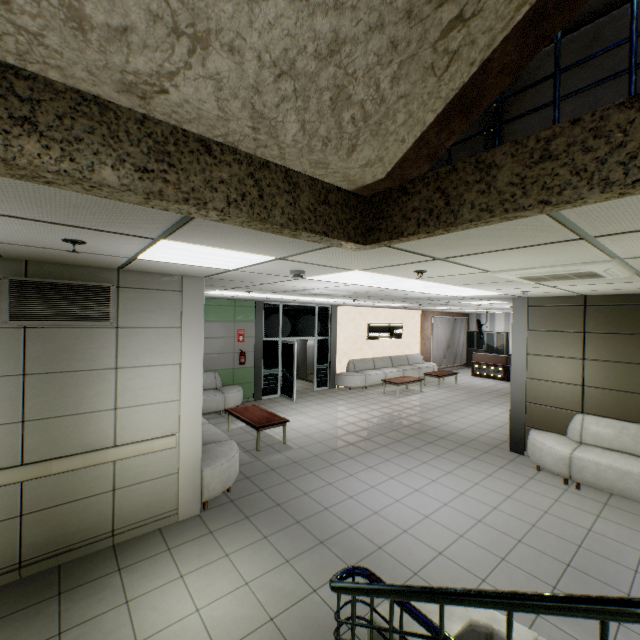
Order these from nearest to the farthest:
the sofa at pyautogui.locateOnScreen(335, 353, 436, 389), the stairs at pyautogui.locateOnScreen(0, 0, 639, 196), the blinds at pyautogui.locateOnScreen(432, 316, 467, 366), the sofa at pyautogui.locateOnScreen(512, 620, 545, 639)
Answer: the stairs at pyautogui.locateOnScreen(0, 0, 639, 196) → the sofa at pyautogui.locateOnScreen(512, 620, 545, 639) → the sofa at pyautogui.locateOnScreen(335, 353, 436, 389) → the blinds at pyautogui.locateOnScreen(432, 316, 467, 366)

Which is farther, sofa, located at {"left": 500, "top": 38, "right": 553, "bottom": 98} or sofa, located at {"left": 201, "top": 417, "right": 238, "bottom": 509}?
sofa, located at {"left": 201, "top": 417, "right": 238, "bottom": 509}

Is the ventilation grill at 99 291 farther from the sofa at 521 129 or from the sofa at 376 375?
the sofa at 376 375

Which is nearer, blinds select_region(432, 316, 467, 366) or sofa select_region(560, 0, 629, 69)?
sofa select_region(560, 0, 629, 69)

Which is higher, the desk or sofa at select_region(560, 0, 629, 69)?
sofa at select_region(560, 0, 629, 69)

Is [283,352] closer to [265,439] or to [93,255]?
[265,439]

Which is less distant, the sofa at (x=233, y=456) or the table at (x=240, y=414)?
the sofa at (x=233, y=456)

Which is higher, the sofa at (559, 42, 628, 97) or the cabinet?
the sofa at (559, 42, 628, 97)
